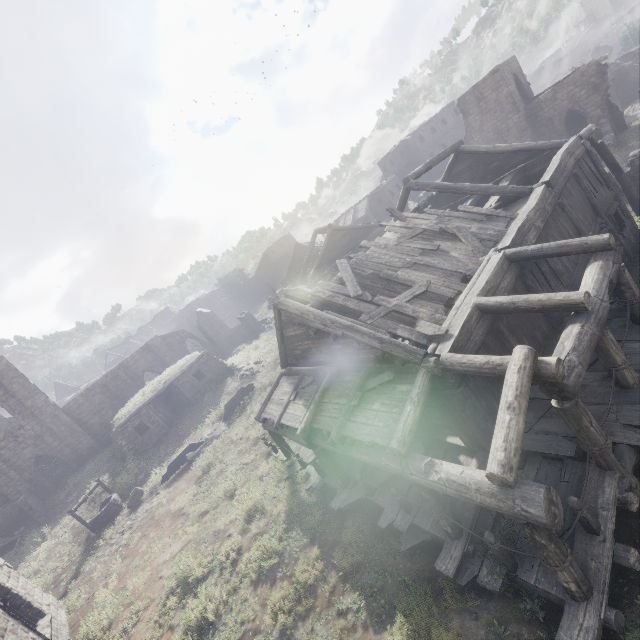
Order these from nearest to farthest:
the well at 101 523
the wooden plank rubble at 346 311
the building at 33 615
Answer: the wooden plank rubble at 346 311, the building at 33 615, the well at 101 523

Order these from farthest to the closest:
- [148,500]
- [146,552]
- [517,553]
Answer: [148,500] < [146,552] < [517,553]

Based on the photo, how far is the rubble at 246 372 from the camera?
24.9 meters

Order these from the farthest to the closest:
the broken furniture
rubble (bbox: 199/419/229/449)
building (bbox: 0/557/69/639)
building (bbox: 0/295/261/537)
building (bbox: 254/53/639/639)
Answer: building (bbox: 0/295/261/537)
the broken furniture
rubble (bbox: 199/419/229/449)
building (bbox: 0/557/69/639)
building (bbox: 254/53/639/639)

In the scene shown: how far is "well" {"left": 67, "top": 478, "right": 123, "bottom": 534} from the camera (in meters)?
17.86

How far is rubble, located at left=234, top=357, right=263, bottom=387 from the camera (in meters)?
24.86

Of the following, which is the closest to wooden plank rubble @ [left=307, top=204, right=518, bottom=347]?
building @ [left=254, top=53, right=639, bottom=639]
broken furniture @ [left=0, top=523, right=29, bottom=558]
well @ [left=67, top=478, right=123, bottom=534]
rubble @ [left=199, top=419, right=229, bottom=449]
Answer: building @ [left=254, top=53, right=639, bottom=639]

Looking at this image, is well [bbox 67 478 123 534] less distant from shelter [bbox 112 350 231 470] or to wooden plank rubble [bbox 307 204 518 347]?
shelter [bbox 112 350 231 470]
